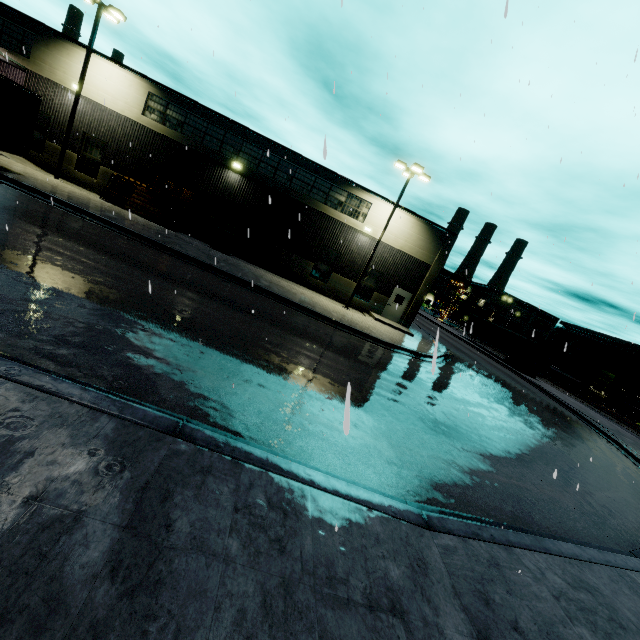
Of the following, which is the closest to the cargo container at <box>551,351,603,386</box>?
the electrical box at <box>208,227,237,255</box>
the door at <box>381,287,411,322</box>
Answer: the door at <box>381,287,411,322</box>

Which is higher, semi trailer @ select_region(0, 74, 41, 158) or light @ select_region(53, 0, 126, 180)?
light @ select_region(53, 0, 126, 180)

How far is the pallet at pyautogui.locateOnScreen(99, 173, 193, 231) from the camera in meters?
19.5 m

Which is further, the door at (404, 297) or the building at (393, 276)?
the door at (404, 297)

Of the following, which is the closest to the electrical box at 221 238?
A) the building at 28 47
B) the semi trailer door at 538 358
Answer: the building at 28 47

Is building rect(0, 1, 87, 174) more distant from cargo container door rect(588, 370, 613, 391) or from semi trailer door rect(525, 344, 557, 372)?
semi trailer door rect(525, 344, 557, 372)

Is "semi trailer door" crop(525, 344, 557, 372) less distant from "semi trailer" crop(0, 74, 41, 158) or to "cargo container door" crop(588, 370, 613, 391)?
"cargo container door" crop(588, 370, 613, 391)

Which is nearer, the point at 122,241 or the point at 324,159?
the point at 324,159
